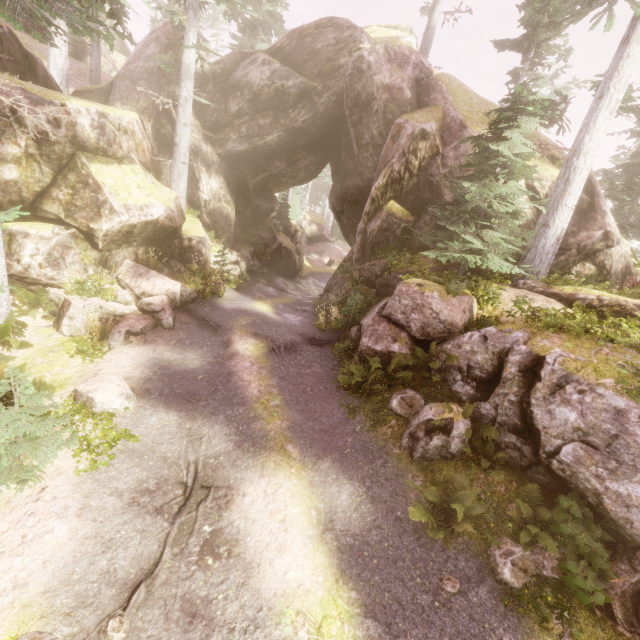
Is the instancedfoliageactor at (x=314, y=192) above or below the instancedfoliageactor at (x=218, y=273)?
above

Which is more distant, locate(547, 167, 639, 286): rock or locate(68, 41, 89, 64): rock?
locate(68, 41, 89, 64): rock

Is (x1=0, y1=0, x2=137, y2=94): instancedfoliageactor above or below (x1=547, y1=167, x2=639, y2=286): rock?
above

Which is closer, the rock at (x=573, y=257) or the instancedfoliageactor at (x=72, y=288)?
the instancedfoliageactor at (x=72, y=288)

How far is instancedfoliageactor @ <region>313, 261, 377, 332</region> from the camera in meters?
13.3 m

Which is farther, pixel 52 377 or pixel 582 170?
pixel 582 170

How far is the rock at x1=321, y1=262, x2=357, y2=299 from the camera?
16.00m
